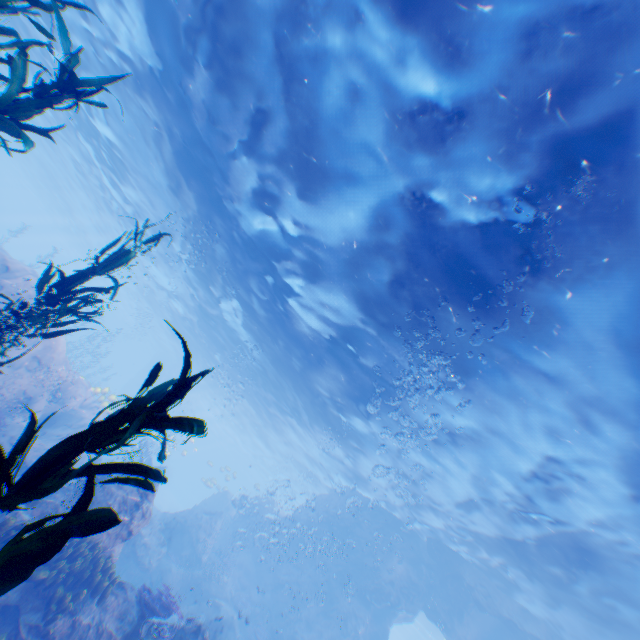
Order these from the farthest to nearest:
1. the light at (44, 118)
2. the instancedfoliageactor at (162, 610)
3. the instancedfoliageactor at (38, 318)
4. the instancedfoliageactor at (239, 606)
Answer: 1. the light at (44, 118)
2. the instancedfoliageactor at (239, 606)
3. the instancedfoliageactor at (162, 610)
4. the instancedfoliageactor at (38, 318)

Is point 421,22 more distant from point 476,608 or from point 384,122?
point 476,608

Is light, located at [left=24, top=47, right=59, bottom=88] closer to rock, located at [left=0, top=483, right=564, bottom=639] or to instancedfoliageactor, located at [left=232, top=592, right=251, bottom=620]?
rock, located at [left=0, top=483, right=564, bottom=639]

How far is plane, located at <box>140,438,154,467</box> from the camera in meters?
20.7

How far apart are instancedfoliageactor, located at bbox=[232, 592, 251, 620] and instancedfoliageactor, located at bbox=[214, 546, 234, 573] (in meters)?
1.34

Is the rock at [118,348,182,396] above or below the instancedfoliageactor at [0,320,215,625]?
above

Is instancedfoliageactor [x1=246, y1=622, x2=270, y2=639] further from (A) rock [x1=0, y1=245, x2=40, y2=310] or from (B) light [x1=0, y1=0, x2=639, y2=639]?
(B) light [x1=0, y1=0, x2=639, y2=639]

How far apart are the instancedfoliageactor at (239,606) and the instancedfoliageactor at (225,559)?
1.34m
